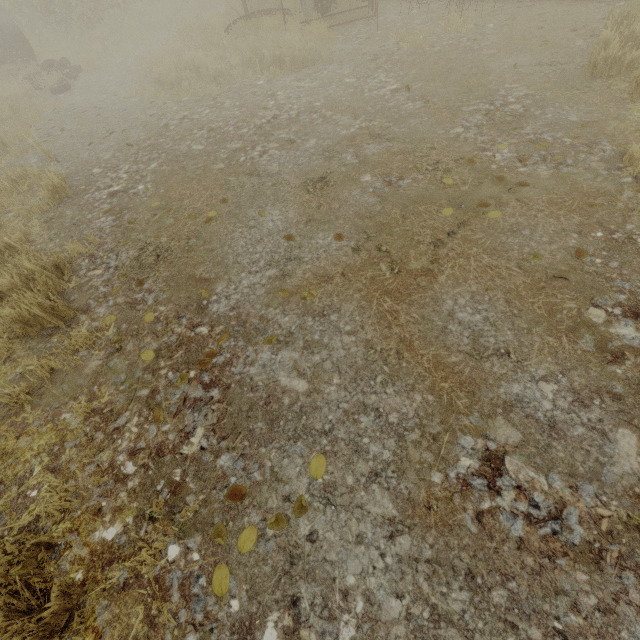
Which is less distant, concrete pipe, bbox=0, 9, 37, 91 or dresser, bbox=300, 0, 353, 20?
dresser, bbox=300, 0, 353, 20

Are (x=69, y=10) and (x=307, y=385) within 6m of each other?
no

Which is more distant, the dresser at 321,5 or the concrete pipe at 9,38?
the concrete pipe at 9,38
